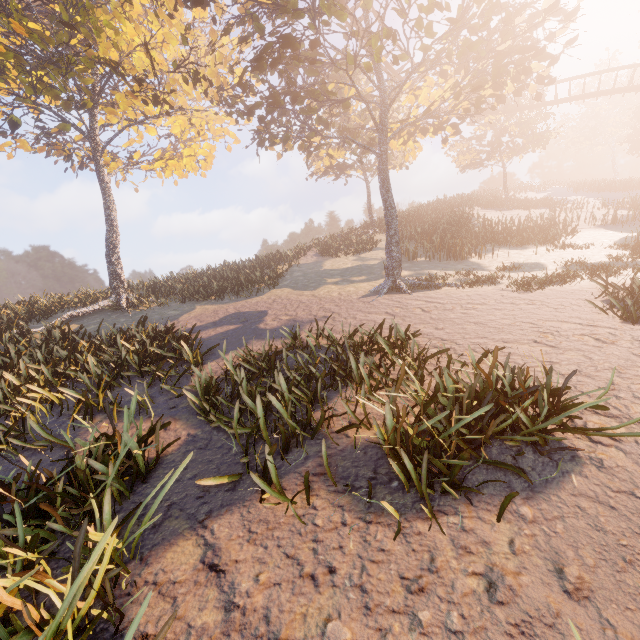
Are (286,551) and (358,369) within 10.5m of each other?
yes
